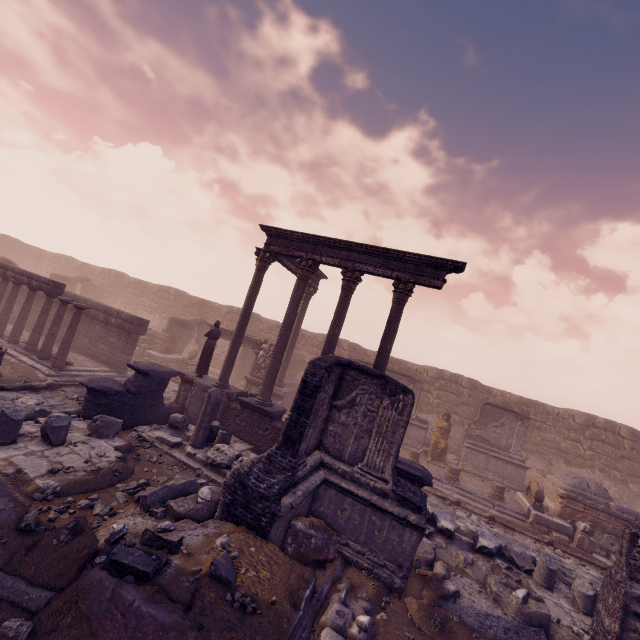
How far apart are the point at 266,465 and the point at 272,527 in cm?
100

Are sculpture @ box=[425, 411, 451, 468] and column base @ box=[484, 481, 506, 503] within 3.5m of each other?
yes

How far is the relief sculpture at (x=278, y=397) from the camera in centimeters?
1589cm

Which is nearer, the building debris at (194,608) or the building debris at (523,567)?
the building debris at (194,608)

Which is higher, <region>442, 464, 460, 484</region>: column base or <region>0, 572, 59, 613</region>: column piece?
<region>442, 464, 460, 484</region>: column base

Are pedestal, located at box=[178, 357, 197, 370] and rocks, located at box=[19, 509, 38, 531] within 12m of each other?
no

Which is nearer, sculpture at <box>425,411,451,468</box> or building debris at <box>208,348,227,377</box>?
sculpture at <box>425,411,451,468</box>

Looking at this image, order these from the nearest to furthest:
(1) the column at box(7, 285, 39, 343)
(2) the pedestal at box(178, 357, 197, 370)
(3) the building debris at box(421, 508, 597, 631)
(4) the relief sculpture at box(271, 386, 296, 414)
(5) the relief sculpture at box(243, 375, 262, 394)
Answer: (3) the building debris at box(421, 508, 597, 631) < (1) the column at box(7, 285, 39, 343) < (4) the relief sculpture at box(271, 386, 296, 414) < (5) the relief sculpture at box(243, 375, 262, 394) < (2) the pedestal at box(178, 357, 197, 370)
